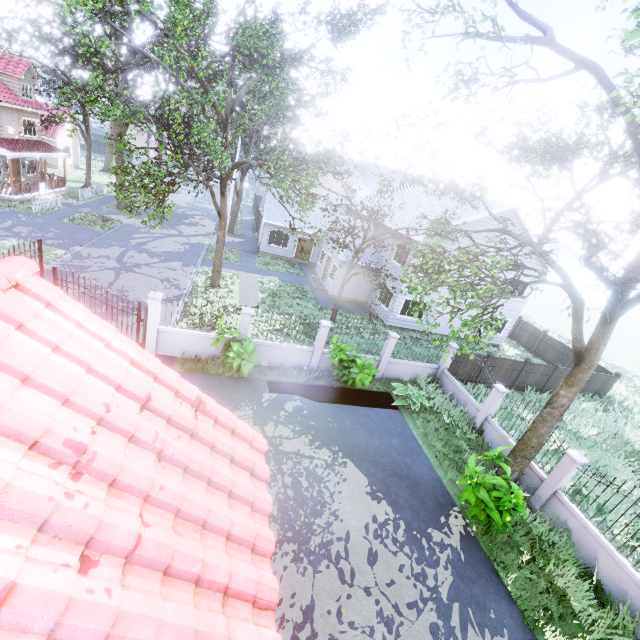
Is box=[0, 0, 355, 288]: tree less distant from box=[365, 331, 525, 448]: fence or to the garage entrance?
the garage entrance

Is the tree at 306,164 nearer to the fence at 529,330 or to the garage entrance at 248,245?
the fence at 529,330

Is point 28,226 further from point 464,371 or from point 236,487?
point 464,371

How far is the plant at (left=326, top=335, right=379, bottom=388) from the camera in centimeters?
1282cm

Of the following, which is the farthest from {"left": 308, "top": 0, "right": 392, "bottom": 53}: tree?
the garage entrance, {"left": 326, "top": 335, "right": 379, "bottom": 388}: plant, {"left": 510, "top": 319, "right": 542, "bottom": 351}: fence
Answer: {"left": 326, "top": 335, "right": 379, "bottom": 388}: plant

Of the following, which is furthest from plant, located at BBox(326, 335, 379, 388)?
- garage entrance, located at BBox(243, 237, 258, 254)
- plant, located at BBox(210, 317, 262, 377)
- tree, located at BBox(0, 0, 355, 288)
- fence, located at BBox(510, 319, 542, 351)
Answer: fence, located at BBox(510, 319, 542, 351)

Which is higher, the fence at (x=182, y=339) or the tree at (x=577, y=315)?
the tree at (x=577, y=315)

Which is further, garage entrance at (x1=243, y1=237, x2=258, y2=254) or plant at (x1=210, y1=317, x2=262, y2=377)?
garage entrance at (x1=243, y1=237, x2=258, y2=254)
